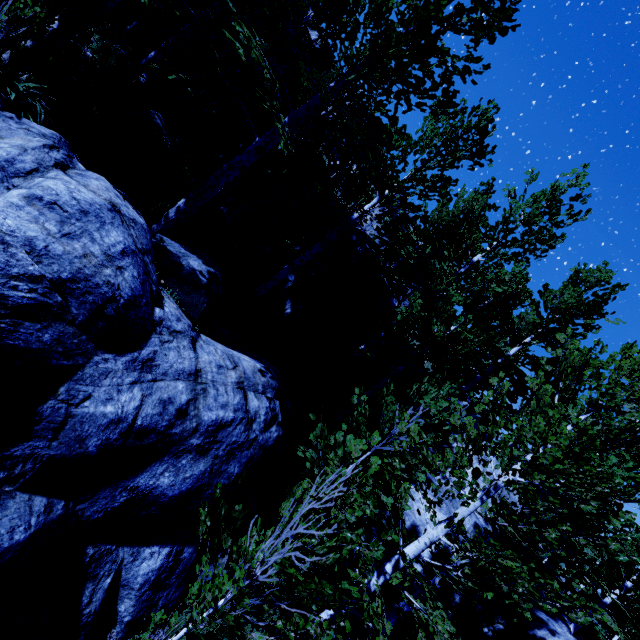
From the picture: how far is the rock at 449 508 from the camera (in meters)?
8.24

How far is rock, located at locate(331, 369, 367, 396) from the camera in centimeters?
1238cm

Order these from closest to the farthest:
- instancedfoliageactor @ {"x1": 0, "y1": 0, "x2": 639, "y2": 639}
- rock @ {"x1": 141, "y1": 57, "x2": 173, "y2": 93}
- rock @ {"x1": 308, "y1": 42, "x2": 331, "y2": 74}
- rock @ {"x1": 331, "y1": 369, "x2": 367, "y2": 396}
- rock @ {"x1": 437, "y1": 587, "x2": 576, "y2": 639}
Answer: instancedfoliageactor @ {"x1": 0, "y1": 0, "x2": 639, "y2": 639} → rock @ {"x1": 437, "y1": 587, "x2": 576, "y2": 639} → rock @ {"x1": 141, "y1": 57, "x2": 173, "y2": 93} → rock @ {"x1": 331, "y1": 369, "x2": 367, "y2": 396} → rock @ {"x1": 308, "y1": 42, "x2": 331, "y2": 74}

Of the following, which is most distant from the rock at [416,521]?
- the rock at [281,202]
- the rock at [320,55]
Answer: the rock at [320,55]

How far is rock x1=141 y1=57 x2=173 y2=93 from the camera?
10.27m

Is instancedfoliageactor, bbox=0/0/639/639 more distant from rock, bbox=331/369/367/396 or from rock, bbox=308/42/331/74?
rock, bbox=308/42/331/74

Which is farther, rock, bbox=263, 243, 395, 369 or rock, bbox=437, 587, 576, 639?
rock, bbox=263, 243, 395, 369

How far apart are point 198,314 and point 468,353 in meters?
20.3
